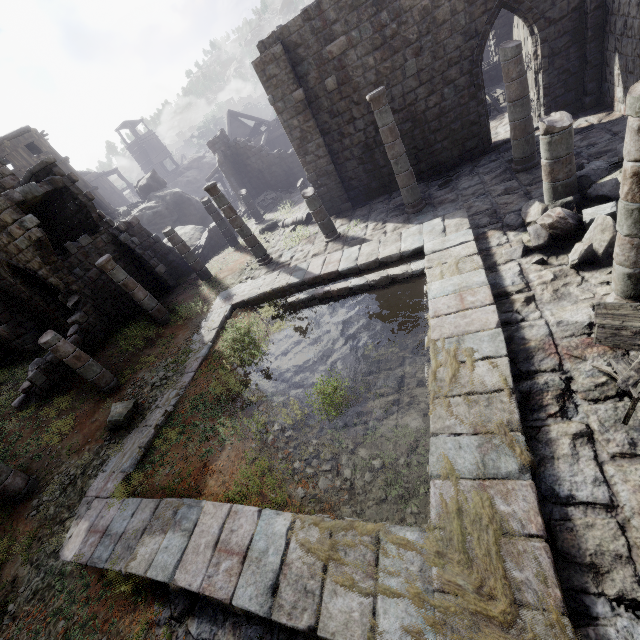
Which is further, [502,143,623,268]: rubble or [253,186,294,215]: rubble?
[253,186,294,215]: rubble

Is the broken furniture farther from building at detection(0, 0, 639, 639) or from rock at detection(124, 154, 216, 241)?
rock at detection(124, 154, 216, 241)

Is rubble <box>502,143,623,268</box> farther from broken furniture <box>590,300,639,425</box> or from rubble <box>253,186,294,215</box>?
rubble <box>253,186,294,215</box>

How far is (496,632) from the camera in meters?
3.1 m

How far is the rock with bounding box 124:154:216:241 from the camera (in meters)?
26.66

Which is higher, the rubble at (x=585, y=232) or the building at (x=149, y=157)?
the building at (x=149, y=157)

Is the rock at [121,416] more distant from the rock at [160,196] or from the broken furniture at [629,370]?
the rock at [160,196]

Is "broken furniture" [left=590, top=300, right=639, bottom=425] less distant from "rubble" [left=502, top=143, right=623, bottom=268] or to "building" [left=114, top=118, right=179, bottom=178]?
"building" [left=114, top=118, right=179, bottom=178]
